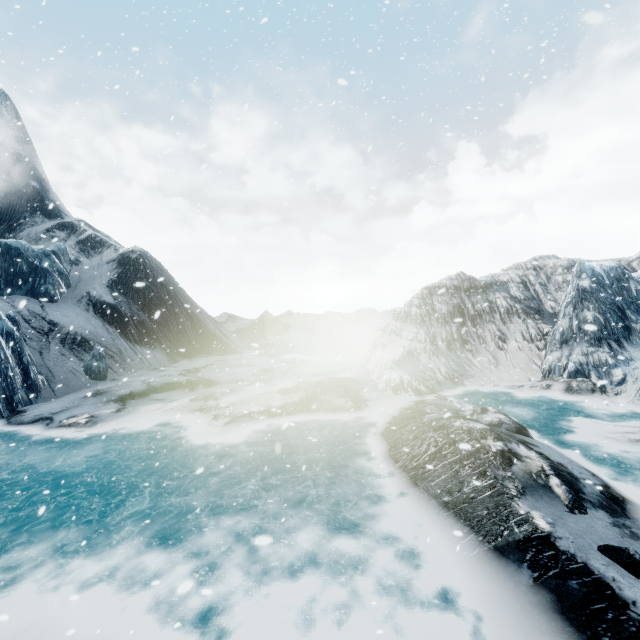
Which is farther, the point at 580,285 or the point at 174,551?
the point at 580,285
